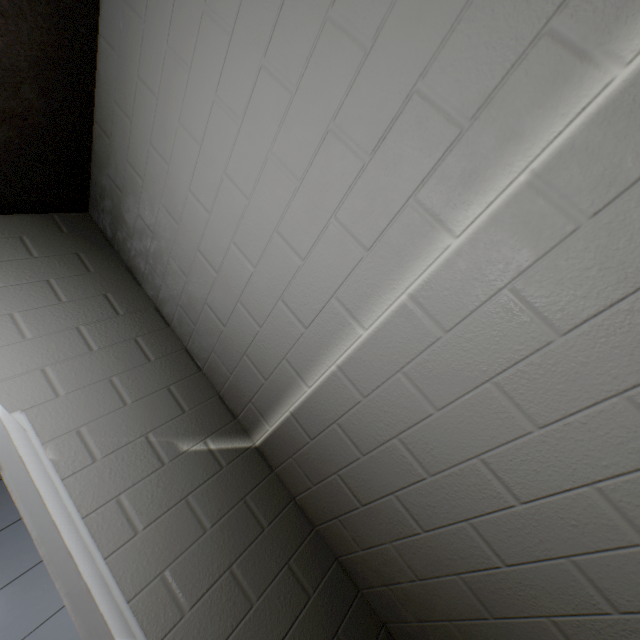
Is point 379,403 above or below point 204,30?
below

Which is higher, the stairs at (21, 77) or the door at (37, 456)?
the stairs at (21, 77)

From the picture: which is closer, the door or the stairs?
the door

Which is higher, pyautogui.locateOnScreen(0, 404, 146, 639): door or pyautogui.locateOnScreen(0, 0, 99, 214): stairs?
pyautogui.locateOnScreen(0, 0, 99, 214): stairs

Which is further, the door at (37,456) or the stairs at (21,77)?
the stairs at (21,77)
